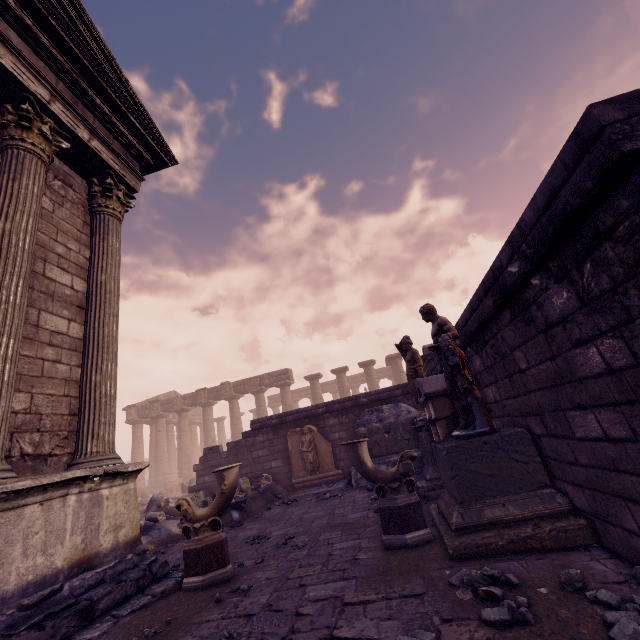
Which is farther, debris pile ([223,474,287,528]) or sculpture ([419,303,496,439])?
debris pile ([223,474,287,528])

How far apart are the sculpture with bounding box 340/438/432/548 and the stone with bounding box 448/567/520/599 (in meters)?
1.06

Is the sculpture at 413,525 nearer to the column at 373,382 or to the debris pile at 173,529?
the debris pile at 173,529

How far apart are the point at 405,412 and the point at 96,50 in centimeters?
1062cm

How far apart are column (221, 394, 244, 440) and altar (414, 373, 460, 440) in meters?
21.5 m

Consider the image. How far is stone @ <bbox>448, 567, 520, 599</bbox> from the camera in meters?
2.5 m

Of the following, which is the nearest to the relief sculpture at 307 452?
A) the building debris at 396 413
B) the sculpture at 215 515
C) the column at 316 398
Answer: the building debris at 396 413

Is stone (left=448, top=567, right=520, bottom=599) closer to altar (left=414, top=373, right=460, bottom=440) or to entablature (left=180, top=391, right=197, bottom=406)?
altar (left=414, top=373, right=460, bottom=440)
